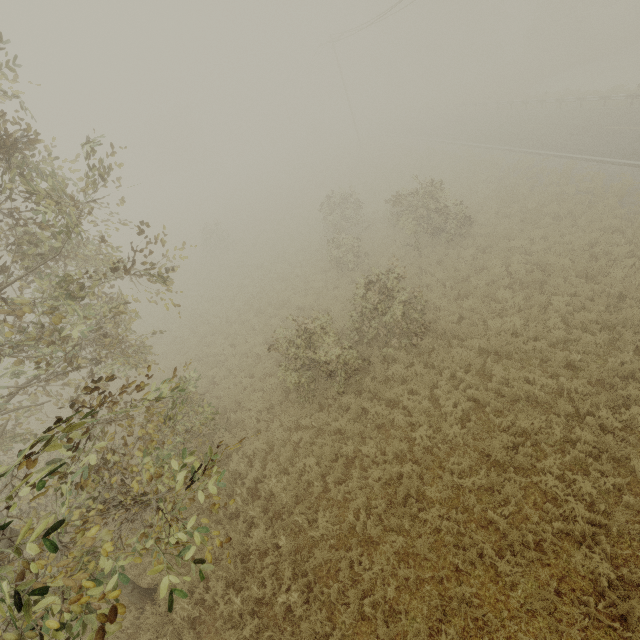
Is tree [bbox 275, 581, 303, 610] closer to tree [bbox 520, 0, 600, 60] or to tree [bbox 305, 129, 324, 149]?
tree [bbox 520, 0, 600, 60]

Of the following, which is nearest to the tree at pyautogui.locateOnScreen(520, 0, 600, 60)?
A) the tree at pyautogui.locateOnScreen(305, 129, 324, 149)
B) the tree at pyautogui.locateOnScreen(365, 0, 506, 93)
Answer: the tree at pyautogui.locateOnScreen(365, 0, 506, 93)

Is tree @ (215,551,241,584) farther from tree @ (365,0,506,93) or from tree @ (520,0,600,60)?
tree @ (365,0,506,93)

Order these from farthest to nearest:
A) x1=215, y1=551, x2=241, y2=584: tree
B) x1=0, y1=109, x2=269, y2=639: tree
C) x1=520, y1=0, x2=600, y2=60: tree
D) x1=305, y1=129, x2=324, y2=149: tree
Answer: x1=305, y1=129, x2=324, y2=149: tree < x1=520, y1=0, x2=600, y2=60: tree < x1=215, y1=551, x2=241, y2=584: tree < x1=0, y1=109, x2=269, y2=639: tree

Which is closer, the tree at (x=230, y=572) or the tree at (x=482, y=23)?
the tree at (x=230, y=572)

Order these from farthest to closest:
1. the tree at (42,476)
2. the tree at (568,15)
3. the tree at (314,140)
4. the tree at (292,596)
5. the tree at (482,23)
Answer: the tree at (314,140) < the tree at (482,23) < the tree at (568,15) < the tree at (292,596) < the tree at (42,476)

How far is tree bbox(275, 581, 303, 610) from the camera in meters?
6.9 m

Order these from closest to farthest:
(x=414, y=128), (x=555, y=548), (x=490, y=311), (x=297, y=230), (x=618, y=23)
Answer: (x=555, y=548), (x=490, y=311), (x=297, y=230), (x=414, y=128), (x=618, y=23)
